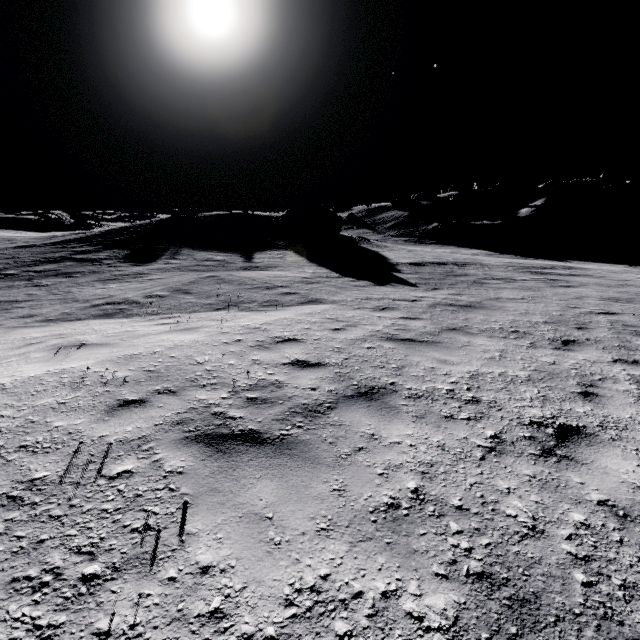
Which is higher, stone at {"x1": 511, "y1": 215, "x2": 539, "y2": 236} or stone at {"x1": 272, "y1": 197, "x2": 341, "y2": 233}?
stone at {"x1": 272, "y1": 197, "x2": 341, "y2": 233}

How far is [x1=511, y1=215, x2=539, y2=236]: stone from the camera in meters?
54.0 m

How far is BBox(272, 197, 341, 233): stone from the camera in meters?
28.6

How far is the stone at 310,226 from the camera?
28.6 meters

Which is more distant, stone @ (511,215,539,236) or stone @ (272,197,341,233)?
stone @ (511,215,539,236)

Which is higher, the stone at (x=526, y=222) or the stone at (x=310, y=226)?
the stone at (x=310, y=226)

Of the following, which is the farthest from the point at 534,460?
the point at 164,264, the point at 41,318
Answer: the point at 164,264
